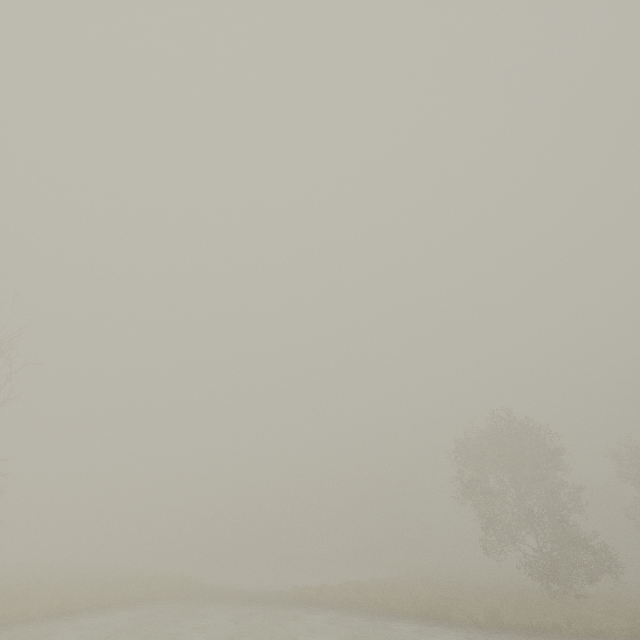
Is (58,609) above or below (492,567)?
below
